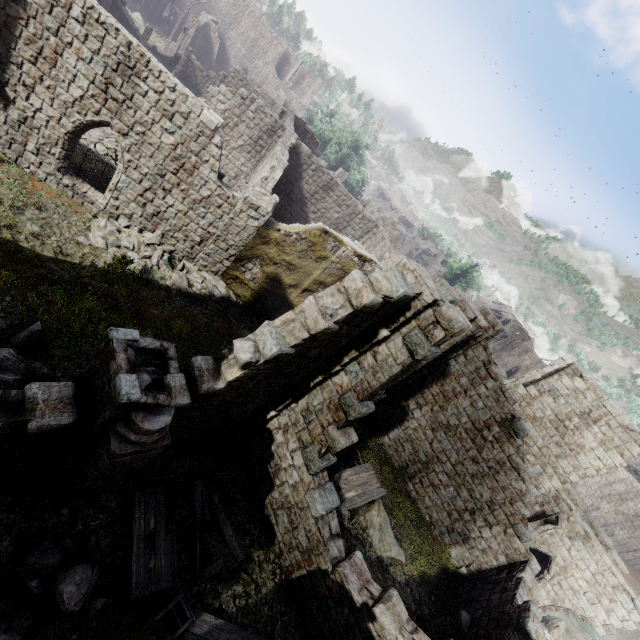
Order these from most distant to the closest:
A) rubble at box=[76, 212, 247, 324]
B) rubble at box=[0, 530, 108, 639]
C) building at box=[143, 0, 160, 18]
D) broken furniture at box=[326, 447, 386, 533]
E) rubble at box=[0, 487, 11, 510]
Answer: building at box=[143, 0, 160, 18] < rubble at box=[76, 212, 247, 324] < broken furniture at box=[326, 447, 386, 533] < rubble at box=[0, 487, 11, 510] < rubble at box=[0, 530, 108, 639]

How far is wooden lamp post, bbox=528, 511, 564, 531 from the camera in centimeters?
1530cm

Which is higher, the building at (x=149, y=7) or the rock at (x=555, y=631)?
the rock at (x=555, y=631)

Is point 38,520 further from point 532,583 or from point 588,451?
point 588,451

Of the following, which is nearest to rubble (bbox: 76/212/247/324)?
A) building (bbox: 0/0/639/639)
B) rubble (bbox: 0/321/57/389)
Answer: building (bbox: 0/0/639/639)

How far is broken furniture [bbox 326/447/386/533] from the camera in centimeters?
1167cm

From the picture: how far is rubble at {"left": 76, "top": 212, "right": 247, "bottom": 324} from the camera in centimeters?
1227cm

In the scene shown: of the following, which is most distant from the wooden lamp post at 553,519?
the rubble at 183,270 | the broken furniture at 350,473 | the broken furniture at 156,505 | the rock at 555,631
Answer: the rubble at 183,270
